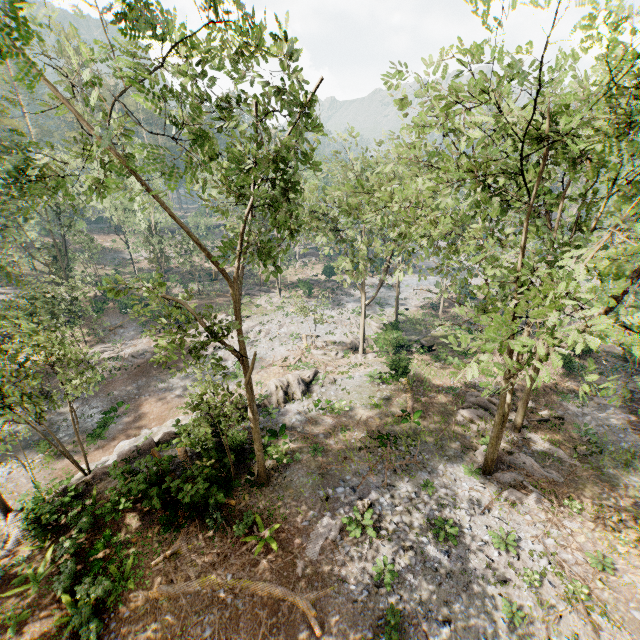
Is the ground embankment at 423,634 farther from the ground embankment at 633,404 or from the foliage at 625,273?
the foliage at 625,273

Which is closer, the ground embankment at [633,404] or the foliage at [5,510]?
the foliage at [5,510]

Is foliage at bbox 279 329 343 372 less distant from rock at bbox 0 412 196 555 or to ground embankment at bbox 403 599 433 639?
rock at bbox 0 412 196 555

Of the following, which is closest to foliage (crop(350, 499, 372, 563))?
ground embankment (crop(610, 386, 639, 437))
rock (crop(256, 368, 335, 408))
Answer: rock (crop(256, 368, 335, 408))

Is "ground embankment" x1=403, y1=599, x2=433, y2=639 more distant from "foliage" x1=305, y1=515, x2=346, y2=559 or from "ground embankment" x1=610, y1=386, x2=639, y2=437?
"foliage" x1=305, y1=515, x2=346, y2=559

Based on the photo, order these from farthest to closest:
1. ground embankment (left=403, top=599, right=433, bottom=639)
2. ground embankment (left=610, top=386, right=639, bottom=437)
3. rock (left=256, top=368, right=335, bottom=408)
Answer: rock (left=256, top=368, right=335, bottom=408) < ground embankment (left=610, top=386, right=639, bottom=437) < ground embankment (left=403, top=599, right=433, bottom=639)

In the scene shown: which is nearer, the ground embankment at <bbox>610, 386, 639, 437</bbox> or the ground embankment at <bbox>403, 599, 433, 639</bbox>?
the ground embankment at <bbox>403, 599, 433, 639</bbox>

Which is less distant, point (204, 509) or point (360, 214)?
point (360, 214)
